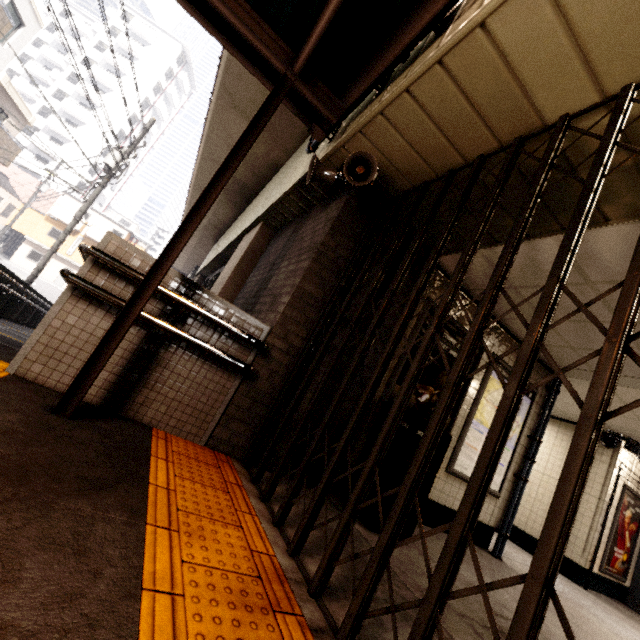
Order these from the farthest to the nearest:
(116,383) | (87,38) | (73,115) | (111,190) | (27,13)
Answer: (111,190)
(87,38)
(73,115)
(27,13)
(116,383)

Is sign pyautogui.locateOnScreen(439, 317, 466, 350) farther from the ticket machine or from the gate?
the ticket machine

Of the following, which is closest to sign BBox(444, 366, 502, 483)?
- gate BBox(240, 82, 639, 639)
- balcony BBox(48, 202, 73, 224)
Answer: gate BBox(240, 82, 639, 639)

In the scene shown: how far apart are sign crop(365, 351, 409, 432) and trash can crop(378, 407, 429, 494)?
0.1 meters

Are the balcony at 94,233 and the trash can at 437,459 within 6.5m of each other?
no

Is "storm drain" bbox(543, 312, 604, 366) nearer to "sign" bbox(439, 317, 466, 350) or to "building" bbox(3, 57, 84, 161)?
"sign" bbox(439, 317, 466, 350)

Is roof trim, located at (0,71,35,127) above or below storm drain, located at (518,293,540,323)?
above

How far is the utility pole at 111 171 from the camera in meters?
11.6
